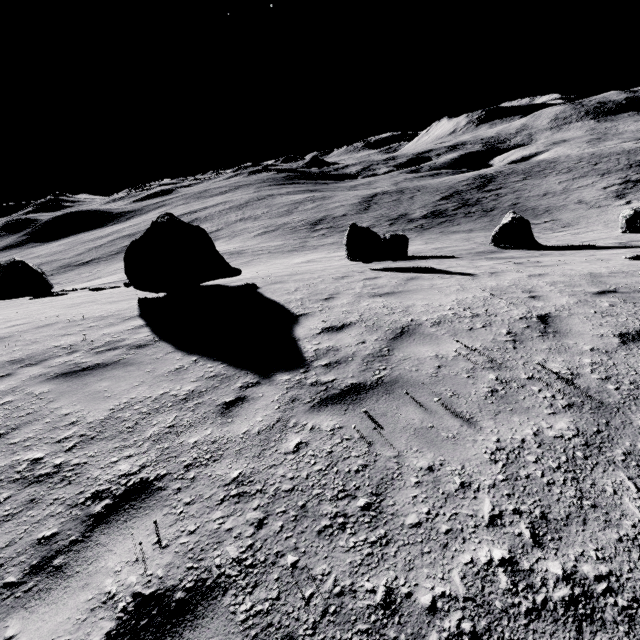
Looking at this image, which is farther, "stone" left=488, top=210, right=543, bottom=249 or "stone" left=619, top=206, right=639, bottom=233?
"stone" left=619, top=206, right=639, bottom=233

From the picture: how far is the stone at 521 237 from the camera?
17.9m

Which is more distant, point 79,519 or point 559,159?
point 559,159

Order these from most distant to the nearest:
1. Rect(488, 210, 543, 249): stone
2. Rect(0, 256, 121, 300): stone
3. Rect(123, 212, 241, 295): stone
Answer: Rect(0, 256, 121, 300): stone → Rect(488, 210, 543, 249): stone → Rect(123, 212, 241, 295): stone

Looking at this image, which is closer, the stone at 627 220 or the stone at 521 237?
the stone at 521 237

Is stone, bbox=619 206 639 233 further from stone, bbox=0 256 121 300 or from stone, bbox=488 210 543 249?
stone, bbox=0 256 121 300

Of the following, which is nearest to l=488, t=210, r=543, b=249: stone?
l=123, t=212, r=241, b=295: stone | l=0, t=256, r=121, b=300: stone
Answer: l=123, t=212, r=241, b=295: stone

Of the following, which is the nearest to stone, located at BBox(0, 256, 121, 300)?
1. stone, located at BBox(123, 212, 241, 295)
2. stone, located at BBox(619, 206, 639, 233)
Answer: stone, located at BBox(123, 212, 241, 295)
